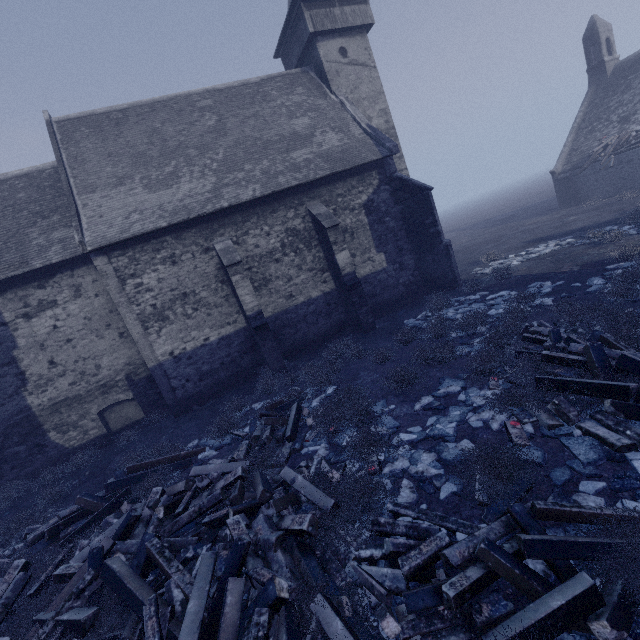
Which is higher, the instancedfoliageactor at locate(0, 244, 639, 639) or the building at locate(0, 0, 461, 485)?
the building at locate(0, 0, 461, 485)

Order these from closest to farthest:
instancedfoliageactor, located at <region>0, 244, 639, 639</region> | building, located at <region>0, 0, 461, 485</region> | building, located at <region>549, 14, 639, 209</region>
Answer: instancedfoliageactor, located at <region>0, 244, 639, 639</region> < building, located at <region>0, 0, 461, 485</region> < building, located at <region>549, 14, 639, 209</region>

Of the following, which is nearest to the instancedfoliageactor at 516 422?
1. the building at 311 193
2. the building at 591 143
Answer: the building at 311 193

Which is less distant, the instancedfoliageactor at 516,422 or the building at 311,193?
the instancedfoliageactor at 516,422

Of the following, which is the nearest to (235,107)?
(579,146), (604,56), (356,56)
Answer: (356,56)

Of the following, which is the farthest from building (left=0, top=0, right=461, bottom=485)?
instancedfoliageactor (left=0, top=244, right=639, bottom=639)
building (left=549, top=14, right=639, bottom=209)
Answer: building (left=549, top=14, right=639, bottom=209)

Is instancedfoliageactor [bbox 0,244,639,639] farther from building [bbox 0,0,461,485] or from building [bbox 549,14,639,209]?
building [bbox 549,14,639,209]
